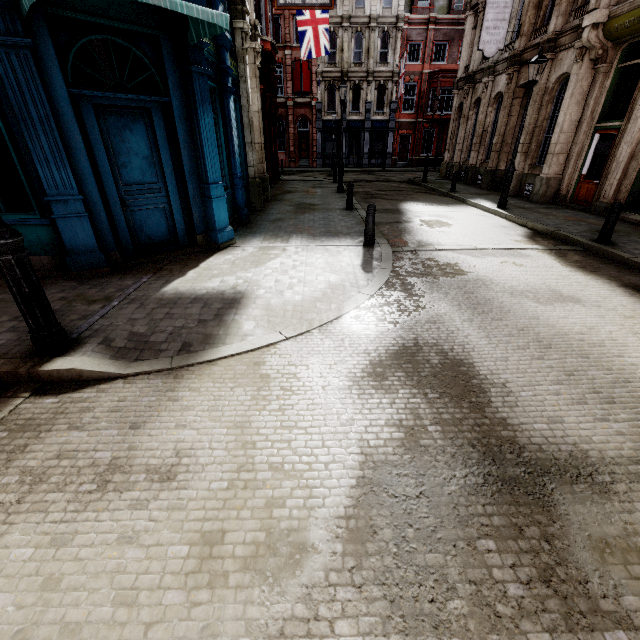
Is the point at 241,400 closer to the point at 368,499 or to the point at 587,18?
the point at 368,499

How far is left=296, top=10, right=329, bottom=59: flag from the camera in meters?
17.1

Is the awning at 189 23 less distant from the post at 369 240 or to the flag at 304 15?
the post at 369 240

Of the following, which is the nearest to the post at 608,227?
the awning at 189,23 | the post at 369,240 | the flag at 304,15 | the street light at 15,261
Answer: the post at 369,240

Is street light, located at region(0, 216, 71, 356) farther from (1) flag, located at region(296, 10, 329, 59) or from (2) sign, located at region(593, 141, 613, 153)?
(1) flag, located at region(296, 10, 329, 59)

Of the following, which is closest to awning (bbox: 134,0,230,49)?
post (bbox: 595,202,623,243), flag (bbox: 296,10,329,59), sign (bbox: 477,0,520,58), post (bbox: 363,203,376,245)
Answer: post (bbox: 363,203,376,245)

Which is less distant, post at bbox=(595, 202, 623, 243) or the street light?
the street light

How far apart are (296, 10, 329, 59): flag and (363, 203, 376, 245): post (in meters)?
15.39
